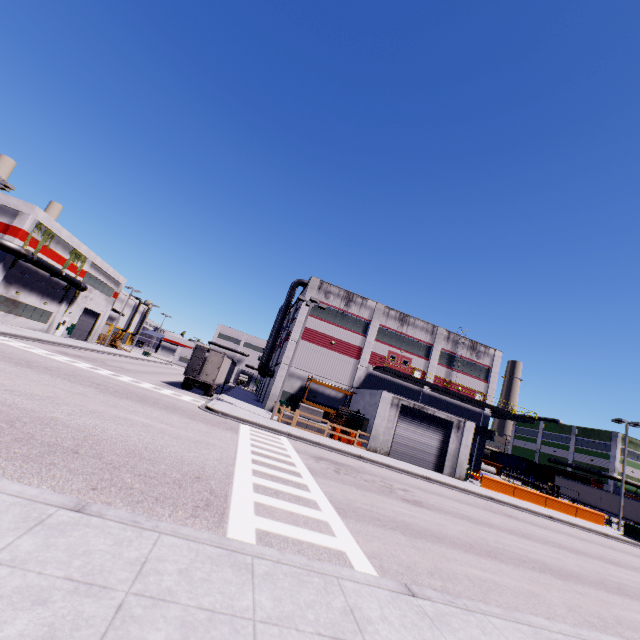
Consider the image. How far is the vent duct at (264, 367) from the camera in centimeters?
3775cm

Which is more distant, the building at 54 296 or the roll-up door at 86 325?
the roll-up door at 86 325

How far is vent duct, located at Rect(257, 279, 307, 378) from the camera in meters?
37.8 m

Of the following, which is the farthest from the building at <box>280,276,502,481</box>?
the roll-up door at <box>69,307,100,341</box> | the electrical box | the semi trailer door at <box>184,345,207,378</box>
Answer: the semi trailer door at <box>184,345,207,378</box>

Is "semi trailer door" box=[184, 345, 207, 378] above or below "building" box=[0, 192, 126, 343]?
below

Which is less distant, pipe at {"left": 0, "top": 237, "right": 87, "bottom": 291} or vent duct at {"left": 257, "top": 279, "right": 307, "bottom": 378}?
pipe at {"left": 0, "top": 237, "right": 87, "bottom": 291}

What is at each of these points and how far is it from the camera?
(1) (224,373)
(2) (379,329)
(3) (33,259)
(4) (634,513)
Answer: (1) semi trailer, 32.62m
(2) building, 36.28m
(3) pipe, 29.80m
(4) semi trailer, 42.66m

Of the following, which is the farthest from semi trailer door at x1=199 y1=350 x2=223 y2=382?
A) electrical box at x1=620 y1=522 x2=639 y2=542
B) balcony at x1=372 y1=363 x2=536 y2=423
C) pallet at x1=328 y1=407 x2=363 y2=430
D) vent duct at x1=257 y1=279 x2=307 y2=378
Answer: electrical box at x1=620 y1=522 x2=639 y2=542
